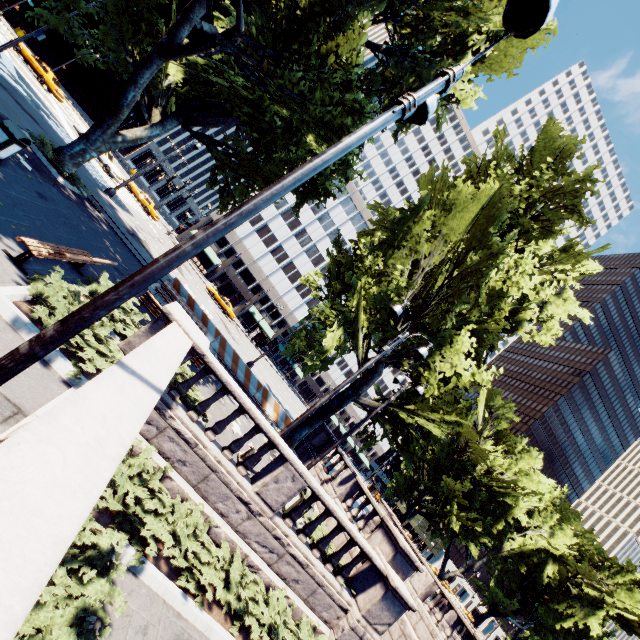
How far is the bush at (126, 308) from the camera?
5.5m

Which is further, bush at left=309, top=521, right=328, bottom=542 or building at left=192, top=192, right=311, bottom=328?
building at left=192, top=192, right=311, bottom=328

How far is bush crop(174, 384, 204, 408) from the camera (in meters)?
8.44

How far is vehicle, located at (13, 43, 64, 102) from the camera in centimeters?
2972cm

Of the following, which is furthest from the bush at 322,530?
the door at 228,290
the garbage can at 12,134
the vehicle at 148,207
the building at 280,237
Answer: the door at 228,290

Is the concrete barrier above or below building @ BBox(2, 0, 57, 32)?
below

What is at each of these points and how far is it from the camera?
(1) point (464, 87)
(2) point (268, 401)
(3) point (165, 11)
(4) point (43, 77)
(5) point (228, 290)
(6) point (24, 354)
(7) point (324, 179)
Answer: (1) tree, 12.81m
(2) concrete barrier, 19.62m
(3) building, 56.06m
(4) vehicle, 30.36m
(5) door, 58.38m
(6) light, 3.01m
(7) tree, 14.25m

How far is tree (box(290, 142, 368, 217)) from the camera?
14.07m
